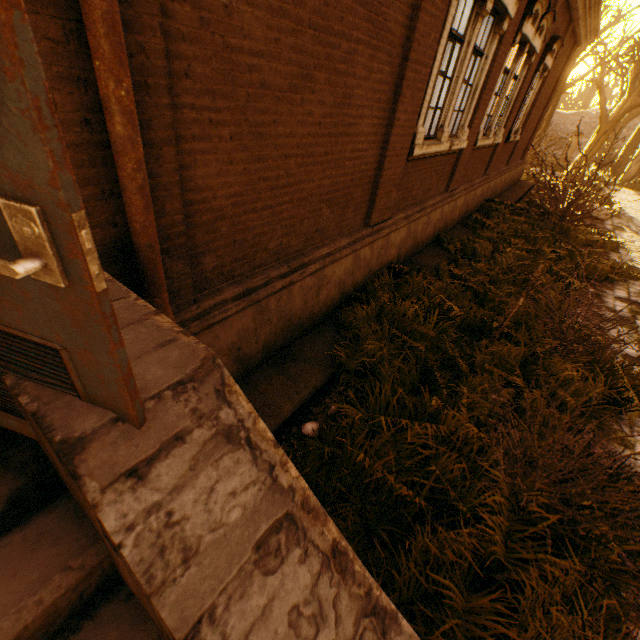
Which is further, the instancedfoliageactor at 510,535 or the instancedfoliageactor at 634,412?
the instancedfoliageactor at 634,412

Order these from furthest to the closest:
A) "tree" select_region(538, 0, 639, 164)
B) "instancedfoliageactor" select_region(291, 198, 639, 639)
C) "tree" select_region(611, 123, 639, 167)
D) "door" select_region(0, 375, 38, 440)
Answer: "tree" select_region(611, 123, 639, 167) → "tree" select_region(538, 0, 639, 164) → "instancedfoliageactor" select_region(291, 198, 639, 639) → "door" select_region(0, 375, 38, 440)

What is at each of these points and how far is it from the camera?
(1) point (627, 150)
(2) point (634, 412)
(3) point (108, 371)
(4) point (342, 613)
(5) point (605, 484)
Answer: (1) tree, 24.7m
(2) instancedfoliageactor, 3.9m
(3) door, 0.9m
(4) stairs, 1.2m
(5) instancedfoliageactor, 2.8m

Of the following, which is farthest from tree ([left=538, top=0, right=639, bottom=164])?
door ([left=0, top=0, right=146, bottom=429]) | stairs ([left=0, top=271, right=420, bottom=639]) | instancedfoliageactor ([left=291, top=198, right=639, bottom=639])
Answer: door ([left=0, top=0, right=146, bottom=429])

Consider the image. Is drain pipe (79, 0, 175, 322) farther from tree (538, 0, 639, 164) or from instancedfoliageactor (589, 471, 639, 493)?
tree (538, 0, 639, 164)

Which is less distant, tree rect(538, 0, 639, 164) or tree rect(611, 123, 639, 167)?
tree rect(538, 0, 639, 164)

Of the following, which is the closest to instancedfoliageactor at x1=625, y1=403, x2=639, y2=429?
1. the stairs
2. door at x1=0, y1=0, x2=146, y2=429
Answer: the stairs

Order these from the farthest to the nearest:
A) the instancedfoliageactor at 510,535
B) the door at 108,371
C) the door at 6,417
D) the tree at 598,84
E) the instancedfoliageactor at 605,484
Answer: the tree at 598,84, the instancedfoliageactor at 605,484, the instancedfoliageactor at 510,535, the door at 6,417, the door at 108,371
